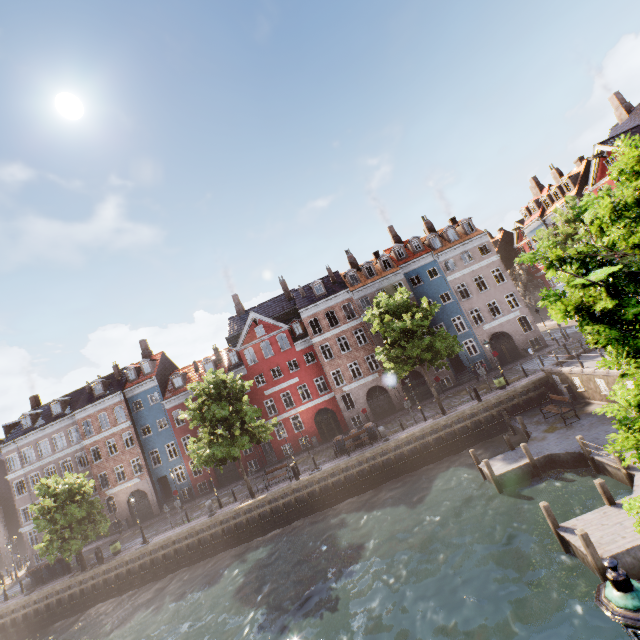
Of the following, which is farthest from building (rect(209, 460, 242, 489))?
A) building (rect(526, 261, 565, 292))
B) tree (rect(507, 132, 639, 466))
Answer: building (rect(526, 261, 565, 292))

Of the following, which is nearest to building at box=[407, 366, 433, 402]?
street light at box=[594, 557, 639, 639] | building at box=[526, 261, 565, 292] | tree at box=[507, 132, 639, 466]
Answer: tree at box=[507, 132, 639, 466]

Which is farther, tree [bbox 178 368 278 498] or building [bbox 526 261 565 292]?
building [bbox 526 261 565 292]

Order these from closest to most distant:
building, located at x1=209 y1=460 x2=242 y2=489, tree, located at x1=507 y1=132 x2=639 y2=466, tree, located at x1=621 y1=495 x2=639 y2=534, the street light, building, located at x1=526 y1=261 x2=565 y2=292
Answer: the street light → tree, located at x1=507 y1=132 x2=639 y2=466 → tree, located at x1=621 y1=495 x2=639 y2=534 → building, located at x1=209 y1=460 x2=242 y2=489 → building, located at x1=526 y1=261 x2=565 y2=292

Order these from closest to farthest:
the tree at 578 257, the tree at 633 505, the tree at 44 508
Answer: the tree at 578 257 → the tree at 633 505 → the tree at 44 508

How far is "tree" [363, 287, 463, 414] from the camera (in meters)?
23.42

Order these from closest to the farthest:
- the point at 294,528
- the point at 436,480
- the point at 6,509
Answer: the point at 436,480, the point at 294,528, the point at 6,509

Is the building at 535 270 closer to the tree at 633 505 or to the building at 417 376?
the tree at 633 505
